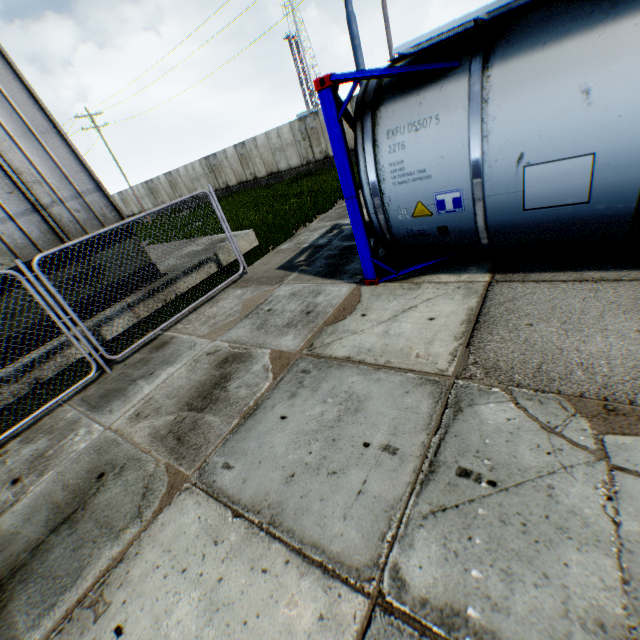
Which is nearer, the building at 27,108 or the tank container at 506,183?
the tank container at 506,183

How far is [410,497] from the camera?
2.4 meters

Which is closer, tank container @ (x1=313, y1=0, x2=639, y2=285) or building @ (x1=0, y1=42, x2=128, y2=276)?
tank container @ (x1=313, y1=0, x2=639, y2=285)
